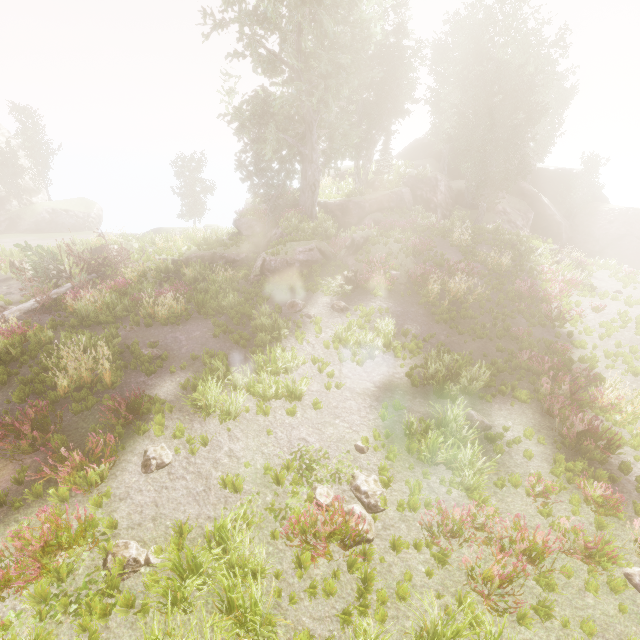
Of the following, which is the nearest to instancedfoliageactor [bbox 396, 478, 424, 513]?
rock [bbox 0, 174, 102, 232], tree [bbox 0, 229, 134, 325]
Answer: rock [bbox 0, 174, 102, 232]

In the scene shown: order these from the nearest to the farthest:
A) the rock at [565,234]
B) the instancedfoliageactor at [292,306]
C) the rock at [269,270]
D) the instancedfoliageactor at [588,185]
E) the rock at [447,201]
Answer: the instancedfoliageactor at [292,306]
the rock at [269,270]
the rock at [447,201]
the rock at [565,234]
the instancedfoliageactor at [588,185]

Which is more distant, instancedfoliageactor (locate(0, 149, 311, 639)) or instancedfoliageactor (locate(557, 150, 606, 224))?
instancedfoliageactor (locate(557, 150, 606, 224))

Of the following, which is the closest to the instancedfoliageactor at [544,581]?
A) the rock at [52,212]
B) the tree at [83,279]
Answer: the rock at [52,212]

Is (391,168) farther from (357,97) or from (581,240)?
(581,240)

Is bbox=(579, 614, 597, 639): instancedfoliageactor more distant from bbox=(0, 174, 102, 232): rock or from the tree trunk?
the tree trunk

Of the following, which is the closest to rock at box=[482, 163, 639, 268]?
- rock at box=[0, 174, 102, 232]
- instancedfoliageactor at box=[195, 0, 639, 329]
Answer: instancedfoliageactor at box=[195, 0, 639, 329]

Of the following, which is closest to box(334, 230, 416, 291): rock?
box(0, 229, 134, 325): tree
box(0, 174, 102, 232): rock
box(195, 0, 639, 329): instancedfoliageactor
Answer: box(195, 0, 639, 329): instancedfoliageactor
